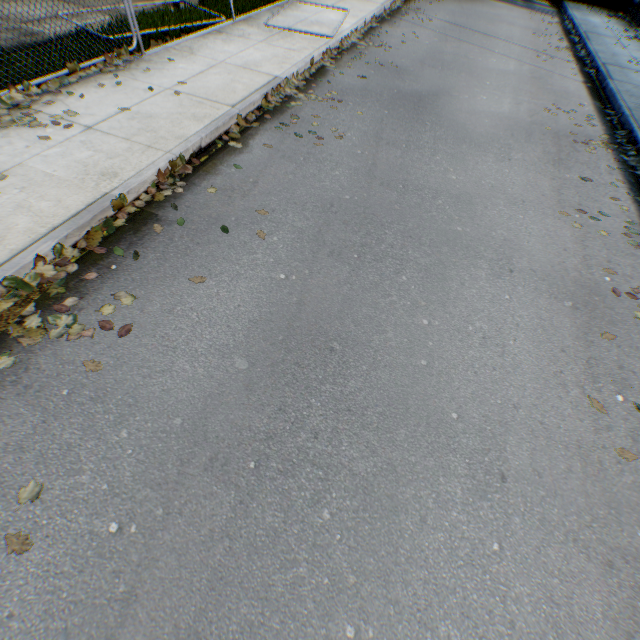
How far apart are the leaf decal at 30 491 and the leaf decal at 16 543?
0.2 meters

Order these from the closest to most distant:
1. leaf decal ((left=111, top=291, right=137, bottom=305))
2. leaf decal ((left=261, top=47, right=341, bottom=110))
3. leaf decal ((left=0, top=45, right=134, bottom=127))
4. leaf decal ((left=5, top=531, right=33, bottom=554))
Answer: leaf decal ((left=5, top=531, right=33, bottom=554)) → leaf decal ((left=111, top=291, right=137, bottom=305)) → leaf decal ((left=0, top=45, right=134, bottom=127)) → leaf decal ((left=261, top=47, right=341, bottom=110))

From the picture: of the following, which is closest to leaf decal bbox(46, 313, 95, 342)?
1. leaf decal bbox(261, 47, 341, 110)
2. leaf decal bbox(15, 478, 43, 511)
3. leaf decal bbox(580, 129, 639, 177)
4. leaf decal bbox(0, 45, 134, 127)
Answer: leaf decal bbox(15, 478, 43, 511)

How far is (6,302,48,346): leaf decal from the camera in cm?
295

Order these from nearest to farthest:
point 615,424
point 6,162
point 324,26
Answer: point 615,424 → point 6,162 → point 324,26

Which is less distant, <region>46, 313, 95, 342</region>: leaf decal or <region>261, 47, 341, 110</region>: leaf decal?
<region>46, 313, 95, 342</region>: leaf decal

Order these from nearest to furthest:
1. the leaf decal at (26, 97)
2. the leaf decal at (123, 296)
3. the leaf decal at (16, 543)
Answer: the leaf decal at (16, 543) → the leaf decal at (123, 296) → the leaf decal at (26, 97)

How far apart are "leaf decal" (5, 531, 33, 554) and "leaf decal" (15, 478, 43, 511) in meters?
0.2 m
